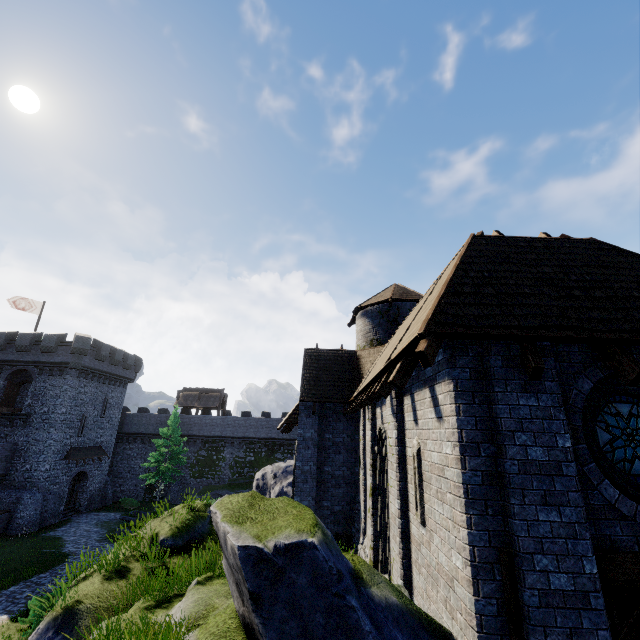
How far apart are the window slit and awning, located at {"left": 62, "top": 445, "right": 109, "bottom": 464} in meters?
36.4 m

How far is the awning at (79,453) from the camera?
31.0 meters

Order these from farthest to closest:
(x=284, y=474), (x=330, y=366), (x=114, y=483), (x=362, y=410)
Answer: (x=114, y=483)
(x=284, y=474)
(x=330, y=366)
(x=362, y=410)

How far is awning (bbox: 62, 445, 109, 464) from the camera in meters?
31.0

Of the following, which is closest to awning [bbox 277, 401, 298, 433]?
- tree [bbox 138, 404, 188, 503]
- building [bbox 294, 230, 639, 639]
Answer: building [bbox 294, 230, 639, 639]

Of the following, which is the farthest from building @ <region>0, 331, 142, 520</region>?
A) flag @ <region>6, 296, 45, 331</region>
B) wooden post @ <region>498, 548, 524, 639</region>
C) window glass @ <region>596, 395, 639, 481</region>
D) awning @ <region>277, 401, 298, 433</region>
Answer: window glass @ <region>596, 395, 639, 481</region>

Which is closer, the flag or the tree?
the flag

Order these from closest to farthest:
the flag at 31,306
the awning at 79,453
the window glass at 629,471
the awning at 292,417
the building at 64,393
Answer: the window glass at 629,471
the awning at 292,417
the building at 64,393
the awning at 79,453
the flag at 31,306
